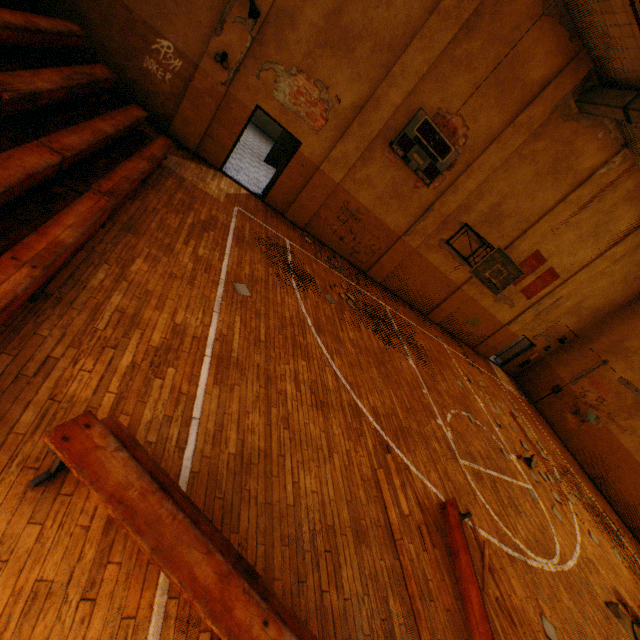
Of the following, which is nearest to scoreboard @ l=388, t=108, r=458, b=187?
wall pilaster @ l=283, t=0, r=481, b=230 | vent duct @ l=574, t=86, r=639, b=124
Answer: wall pilaster @ l=283, t=0, r=481, b=230

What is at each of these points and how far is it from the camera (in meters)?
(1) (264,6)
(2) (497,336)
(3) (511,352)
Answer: (1) wall pilaster, 7.64
(2) wall pilaster, 16.30
(3) door, 18.25

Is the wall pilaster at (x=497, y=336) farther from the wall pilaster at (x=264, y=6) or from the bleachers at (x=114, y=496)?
the bleachers at (x=114, y=496)

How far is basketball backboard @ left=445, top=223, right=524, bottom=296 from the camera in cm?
1053

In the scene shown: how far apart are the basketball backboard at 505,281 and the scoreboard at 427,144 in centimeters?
228cm

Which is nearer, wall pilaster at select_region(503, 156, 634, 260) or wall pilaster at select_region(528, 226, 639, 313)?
wall pilaster at select_region(503, 156, 634, 260)

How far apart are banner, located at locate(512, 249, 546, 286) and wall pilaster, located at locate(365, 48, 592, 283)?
4.4m

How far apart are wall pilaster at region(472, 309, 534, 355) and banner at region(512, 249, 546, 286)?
1.7 meters
